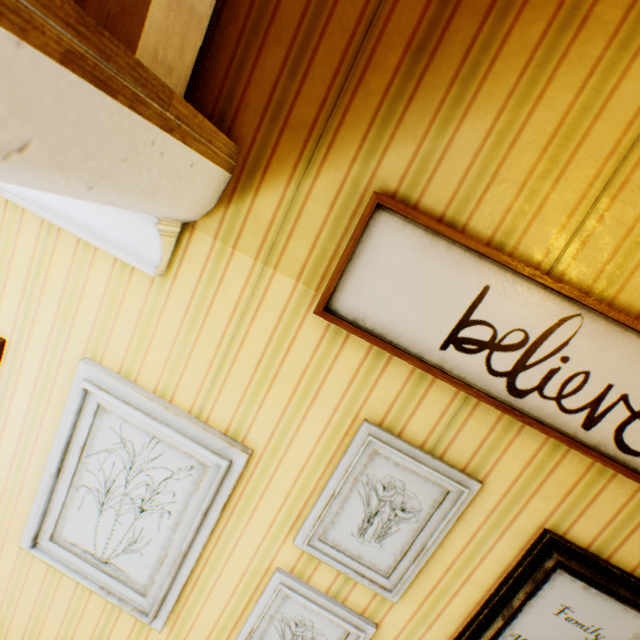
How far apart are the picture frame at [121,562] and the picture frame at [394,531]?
0.33m

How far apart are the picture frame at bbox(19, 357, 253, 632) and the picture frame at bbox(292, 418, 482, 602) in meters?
0.3

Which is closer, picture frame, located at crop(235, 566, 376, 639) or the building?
the building

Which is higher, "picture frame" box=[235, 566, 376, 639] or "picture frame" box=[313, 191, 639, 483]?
"picture frame" box=[313, 191, 639, 483]

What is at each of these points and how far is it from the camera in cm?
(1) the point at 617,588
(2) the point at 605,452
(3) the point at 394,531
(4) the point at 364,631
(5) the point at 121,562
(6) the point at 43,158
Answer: (1) picture frame, 105
(2) picture frame, 100
(3) picture frame, 118
(4) picture frame, 125
(5) picture frame, 140
(6) building, 54

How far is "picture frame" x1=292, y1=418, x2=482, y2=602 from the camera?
1.11m

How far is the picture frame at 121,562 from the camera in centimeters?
122cm

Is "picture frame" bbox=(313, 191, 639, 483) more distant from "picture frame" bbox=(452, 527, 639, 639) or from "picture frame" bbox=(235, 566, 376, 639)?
"picture frame" bbox=(235, 566, 376, 639)
